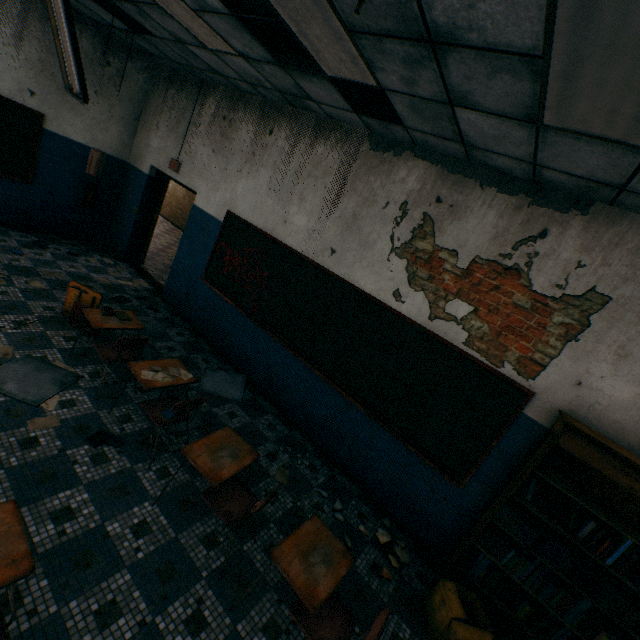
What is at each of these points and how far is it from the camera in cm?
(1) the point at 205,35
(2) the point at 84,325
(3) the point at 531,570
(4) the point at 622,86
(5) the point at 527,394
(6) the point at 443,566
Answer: (1) lamp, 366
(2) student desk, 377
(3) book, 289
(4) lamp, 160
(5) blackboard, 317
(6) bookcase, 335

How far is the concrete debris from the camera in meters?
3.4 m

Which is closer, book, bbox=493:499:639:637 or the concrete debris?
book, bbox=493:499:639:637

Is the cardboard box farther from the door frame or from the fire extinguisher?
the fire extinguisher

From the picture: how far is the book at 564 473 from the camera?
2.8m

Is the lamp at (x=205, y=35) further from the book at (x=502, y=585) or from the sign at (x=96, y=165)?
the book at (x=502, y=585)

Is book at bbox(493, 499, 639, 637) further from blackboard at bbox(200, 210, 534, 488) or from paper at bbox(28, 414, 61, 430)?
paper at bbox(28, 414, 61, 430)

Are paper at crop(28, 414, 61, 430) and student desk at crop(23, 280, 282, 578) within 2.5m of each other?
yes
